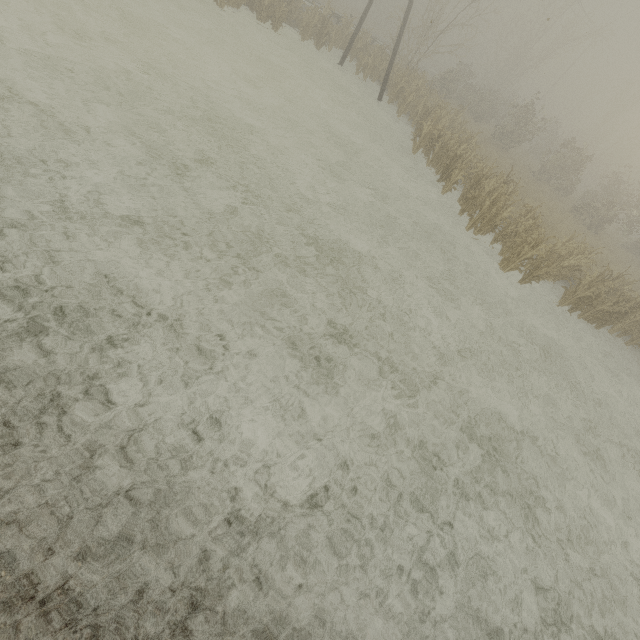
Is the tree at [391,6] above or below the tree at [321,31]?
above

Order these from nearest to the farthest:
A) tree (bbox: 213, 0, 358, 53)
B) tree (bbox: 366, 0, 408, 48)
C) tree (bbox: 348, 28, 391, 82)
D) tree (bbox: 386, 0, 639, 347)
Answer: tree (bbox: 386, 0, 639, 347) < tree (bbox: 213, 0, 358, 53) < tree (bbox: 348, 28, 391, 82) < tree (bbox: 366, 0, 408, 48)

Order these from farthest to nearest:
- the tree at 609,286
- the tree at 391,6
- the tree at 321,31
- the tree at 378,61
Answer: the tree at 391,6 → the tree at 378,61 → the tree at 321,31 → the tree at 609,286

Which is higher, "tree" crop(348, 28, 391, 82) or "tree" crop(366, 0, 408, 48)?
"tree" crop(366, 0, 408, 48)

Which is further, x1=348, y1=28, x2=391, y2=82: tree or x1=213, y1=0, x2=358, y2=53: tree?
x1=348, y1=28, x2=391, y2=82: tree

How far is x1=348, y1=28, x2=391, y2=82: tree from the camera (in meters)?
19.65

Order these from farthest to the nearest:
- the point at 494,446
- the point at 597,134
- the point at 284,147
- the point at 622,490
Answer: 1. the point at 597,134
2. the point at 284,147
3. the point at 622,490
4. the point at 494,446
